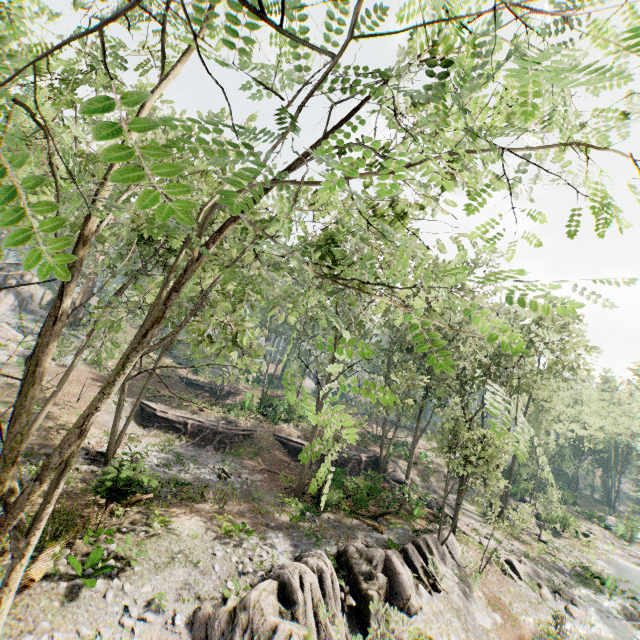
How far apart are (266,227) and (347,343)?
7.8 meters

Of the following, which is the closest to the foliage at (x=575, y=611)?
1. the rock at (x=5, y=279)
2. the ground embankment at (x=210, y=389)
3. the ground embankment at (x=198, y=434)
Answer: the rock at (x=5, y=279)

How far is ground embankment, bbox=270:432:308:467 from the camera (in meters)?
30.03

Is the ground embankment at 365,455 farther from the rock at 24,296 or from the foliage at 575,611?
the rock at 24,296

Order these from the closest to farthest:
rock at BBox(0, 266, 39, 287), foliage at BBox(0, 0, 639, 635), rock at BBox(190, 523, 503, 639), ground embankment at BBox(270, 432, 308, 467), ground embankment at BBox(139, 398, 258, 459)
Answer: foliage at BBox(0, 0, 639, 635) → rock at BBox(190, 523, 503, 639) → ground embankment at BBox(139, 398, 258, 459) → ground embankment at BBox(270, 432, 308, 467) → rock at BBox(0, 266, 39, 287)

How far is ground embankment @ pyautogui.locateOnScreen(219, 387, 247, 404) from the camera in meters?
41.9

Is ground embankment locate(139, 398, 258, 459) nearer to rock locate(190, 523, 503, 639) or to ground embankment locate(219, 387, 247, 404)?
ground embankment locate(219, 387, 247, 404)

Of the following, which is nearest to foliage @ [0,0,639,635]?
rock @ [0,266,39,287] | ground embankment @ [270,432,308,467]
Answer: ground embankment @ [270,432,308,467]
